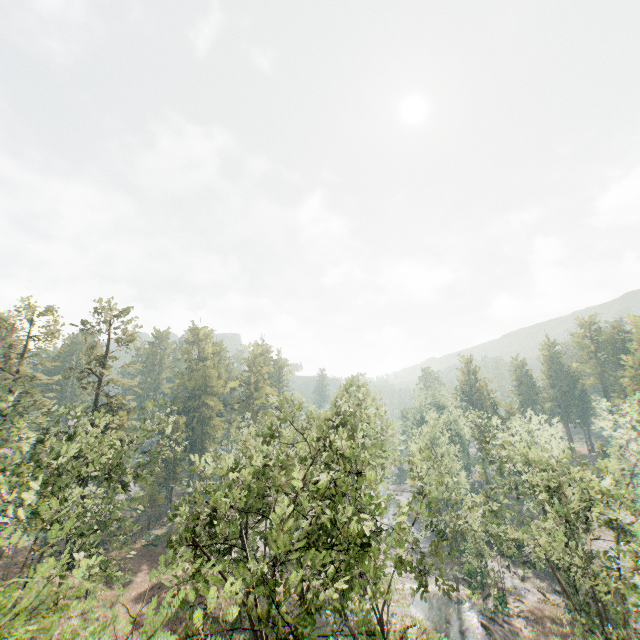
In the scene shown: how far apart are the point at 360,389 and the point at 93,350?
39.3m
